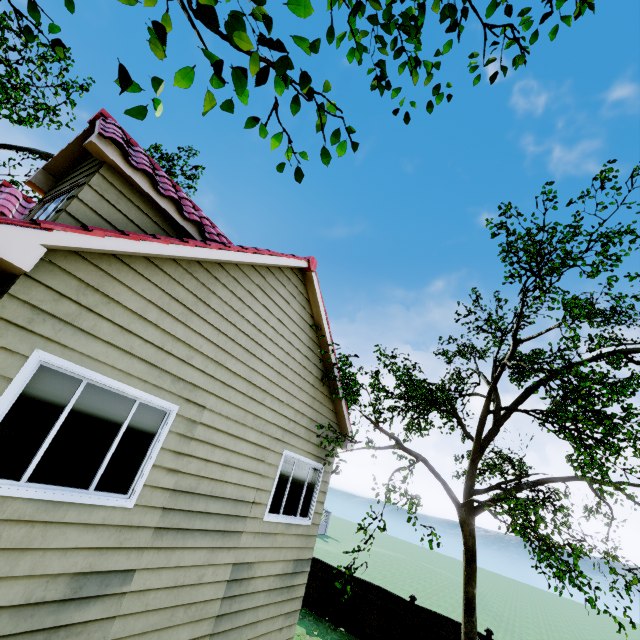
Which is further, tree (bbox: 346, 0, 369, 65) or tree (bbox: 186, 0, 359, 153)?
tree (bbox: 346, 0, 369, 65)

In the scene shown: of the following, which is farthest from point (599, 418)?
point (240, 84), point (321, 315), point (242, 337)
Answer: point (240, 84)

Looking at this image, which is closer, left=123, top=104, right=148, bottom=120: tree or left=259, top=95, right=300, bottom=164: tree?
left=123, top=104, right=148, bottom=120: tree

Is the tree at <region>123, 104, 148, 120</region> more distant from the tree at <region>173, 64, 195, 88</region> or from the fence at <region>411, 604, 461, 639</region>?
the fence at <region>411, 604, 461, 639</region>

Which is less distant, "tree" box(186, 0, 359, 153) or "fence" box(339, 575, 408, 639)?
"tree" box(186, 0, 359, 153)

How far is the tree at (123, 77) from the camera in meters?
1.7 m

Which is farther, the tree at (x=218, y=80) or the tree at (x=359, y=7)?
the tree at (x=359, y=7)

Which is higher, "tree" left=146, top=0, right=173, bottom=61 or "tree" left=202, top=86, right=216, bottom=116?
"tree" left=146, top=0, right=173, bottom=61
